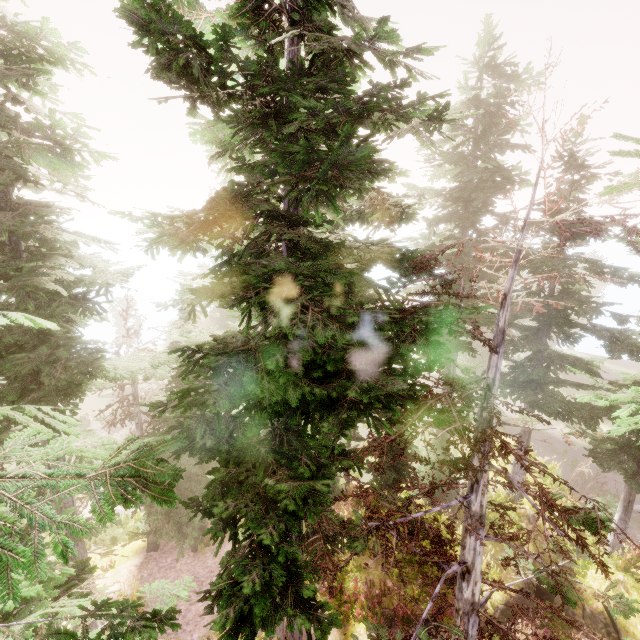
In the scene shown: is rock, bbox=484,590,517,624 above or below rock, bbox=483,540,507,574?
below

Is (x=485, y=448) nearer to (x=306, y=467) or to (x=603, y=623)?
(x=306, y=467)

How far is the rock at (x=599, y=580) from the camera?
12.3m

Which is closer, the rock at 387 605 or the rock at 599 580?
the rock at 387 605

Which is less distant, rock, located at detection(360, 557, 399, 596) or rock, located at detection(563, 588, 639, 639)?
rock, located at detection(563, 588, 639, 639)

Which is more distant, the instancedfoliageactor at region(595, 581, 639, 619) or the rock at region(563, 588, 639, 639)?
the rock at region(563, 588, 639, 639)

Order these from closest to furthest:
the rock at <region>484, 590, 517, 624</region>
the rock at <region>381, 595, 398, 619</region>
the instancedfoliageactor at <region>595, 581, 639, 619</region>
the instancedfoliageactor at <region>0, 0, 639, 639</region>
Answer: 1. the instancedfoliageactor at <region>0, 0, 639, 639</region>
2. the instancedfoliageactor at <region>595, 581, 639, 619</region>
3. the rock at <region>484, 590, 517, 624</region>
4. the rock at <region>381, 595, 398, 619</region>
